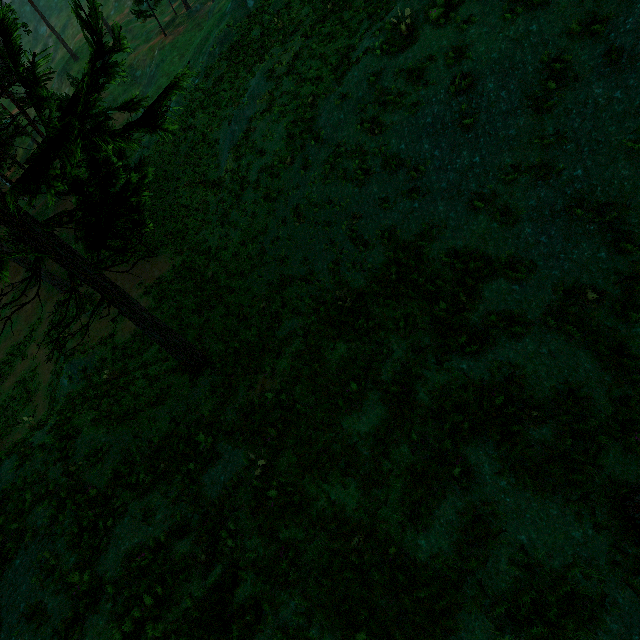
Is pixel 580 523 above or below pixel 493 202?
below

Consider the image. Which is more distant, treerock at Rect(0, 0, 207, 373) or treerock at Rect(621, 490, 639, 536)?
treerock at Rect(0, 0, 207, 373)

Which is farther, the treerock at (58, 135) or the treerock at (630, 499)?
the treerock at (58, 135)
